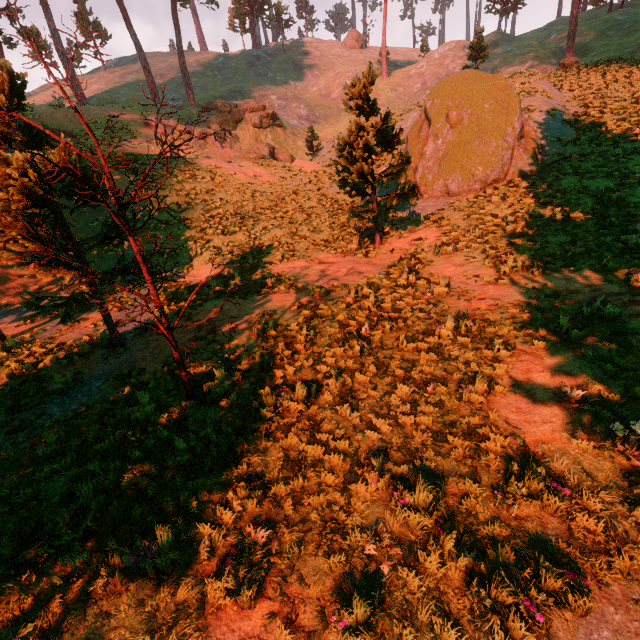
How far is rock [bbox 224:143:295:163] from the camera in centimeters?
2972cm

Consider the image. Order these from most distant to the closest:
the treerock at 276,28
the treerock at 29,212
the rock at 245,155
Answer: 1. the treerock at 276,28
2. the rock at 245,155
3. the treerock at 29,212

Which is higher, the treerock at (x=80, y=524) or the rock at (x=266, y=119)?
the rock at (x=266, y=119)

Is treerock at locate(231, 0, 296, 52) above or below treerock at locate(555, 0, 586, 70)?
above

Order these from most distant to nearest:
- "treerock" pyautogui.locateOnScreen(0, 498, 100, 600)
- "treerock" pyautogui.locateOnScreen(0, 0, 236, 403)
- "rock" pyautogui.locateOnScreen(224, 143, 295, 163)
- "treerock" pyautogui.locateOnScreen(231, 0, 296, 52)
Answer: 1. "treerock" pyautogui.locateOnScreen(231, 0, 296, 52)
2. "rock" pyautogui.locateOnScreen(224, 143, 295, 163)
3. "treerock" pyautogui.locateOnScreen(0, 0, 236, 403)
4. "treerock" pyautogui.locateOnScreen(0, 498, 100, 600)

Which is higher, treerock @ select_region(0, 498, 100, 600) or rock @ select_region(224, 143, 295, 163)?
rock @ select_region(224, 143, 295, 163)

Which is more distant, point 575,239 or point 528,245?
point 528,245
